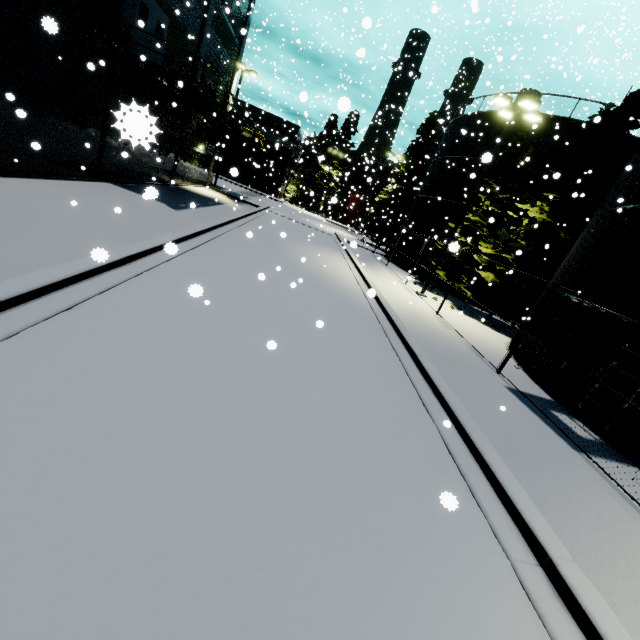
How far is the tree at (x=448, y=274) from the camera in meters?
19.8

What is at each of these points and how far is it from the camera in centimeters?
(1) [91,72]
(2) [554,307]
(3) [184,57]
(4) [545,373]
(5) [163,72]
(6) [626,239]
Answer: (1) building, 1173cm
(2) silo, 1160cm
(3) building, 1775cm
(4) silo, 1055cm
(5) balcony, 1311cm
(6) silo, 954cm

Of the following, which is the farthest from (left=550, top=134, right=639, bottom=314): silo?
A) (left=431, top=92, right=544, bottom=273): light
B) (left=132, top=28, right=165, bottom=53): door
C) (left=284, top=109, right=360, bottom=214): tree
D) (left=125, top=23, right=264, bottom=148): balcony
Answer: (left=132, top=28, right=165, bottom=53): door

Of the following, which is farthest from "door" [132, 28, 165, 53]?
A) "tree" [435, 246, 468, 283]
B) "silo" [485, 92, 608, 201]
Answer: "tree" [435, 246, 468, 283]

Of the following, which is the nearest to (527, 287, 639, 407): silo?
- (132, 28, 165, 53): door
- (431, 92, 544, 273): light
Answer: (431, 92, 544, 273): light

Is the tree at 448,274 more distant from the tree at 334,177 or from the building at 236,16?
the tree at 334,177

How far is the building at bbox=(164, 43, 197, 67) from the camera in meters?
15.9

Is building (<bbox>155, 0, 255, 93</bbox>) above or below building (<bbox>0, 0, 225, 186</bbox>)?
above
